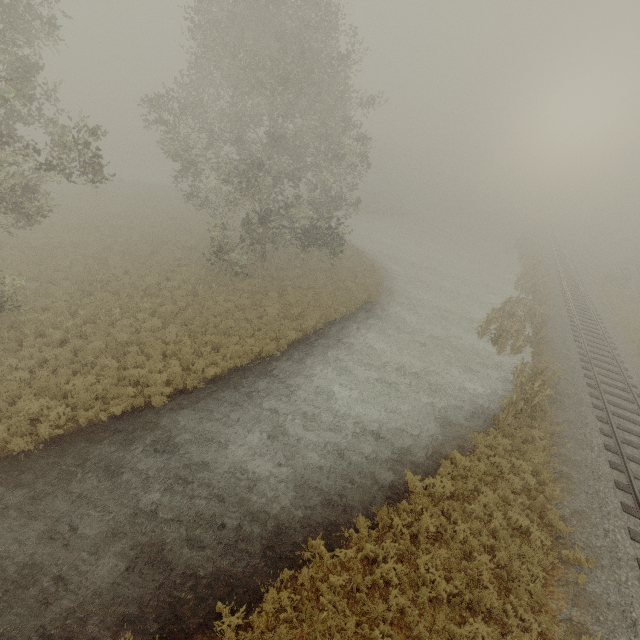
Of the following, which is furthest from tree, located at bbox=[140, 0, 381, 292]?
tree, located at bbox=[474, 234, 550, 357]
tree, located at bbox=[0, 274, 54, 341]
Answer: tree, located at bbox=[0, 274, 54, 341]

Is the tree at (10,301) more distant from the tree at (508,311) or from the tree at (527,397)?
the tree at (508,311)

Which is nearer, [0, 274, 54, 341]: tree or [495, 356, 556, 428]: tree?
[0, 274, 54, 341]: tree

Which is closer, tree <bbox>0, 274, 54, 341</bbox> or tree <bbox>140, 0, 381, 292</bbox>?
tree <bbox>0, 274, 54, 341</bbox>

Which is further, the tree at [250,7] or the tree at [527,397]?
the tree at [250,7]

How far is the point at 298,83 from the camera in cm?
1741

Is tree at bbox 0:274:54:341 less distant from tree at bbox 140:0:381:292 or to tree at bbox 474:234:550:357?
tree at bbox 140:0:381:292

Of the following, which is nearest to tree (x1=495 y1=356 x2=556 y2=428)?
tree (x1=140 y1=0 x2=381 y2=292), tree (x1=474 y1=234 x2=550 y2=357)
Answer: tree (x1=474 y1=234 x2=550 y2=357)
